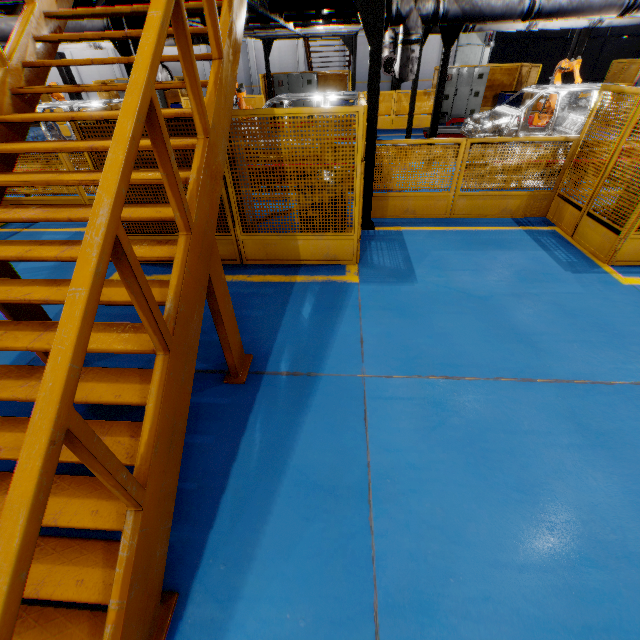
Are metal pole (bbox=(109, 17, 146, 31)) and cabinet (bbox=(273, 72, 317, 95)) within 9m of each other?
no

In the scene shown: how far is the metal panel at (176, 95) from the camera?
15.1m

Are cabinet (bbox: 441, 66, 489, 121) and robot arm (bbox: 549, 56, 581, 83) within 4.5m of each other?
yes

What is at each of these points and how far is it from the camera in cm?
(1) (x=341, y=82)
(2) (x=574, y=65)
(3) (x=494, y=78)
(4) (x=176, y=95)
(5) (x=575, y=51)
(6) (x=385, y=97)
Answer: (1) metal panel, 1596
(2) robot arm, 1094
(3) metal panel, 1548
(4) metal panel, 1673
(5) metal pole, 1390
(6) metal panel, 1460

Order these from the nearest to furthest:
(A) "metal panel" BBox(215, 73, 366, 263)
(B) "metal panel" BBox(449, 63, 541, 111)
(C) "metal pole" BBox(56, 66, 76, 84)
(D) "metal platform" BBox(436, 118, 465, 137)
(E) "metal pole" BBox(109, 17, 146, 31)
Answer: (A) "metal panel" BBox(215, 73, 366, 263), (E) "metal pole" BBox(109, 17, 146, 31), (D) "metal platform" BBox(436, 118, 465, 137), (B) "metal panel" BBox(449, 63, 541, 111), (C) "metal pole" BBox(56, 66, 76, 84)

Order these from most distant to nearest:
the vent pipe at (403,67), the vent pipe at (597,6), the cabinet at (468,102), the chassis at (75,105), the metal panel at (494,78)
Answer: the cabinet at (468,102), the metal panel at (494,78), the chassis at (75,105), the vent pipe at (403,67), the vent pipe at (597,6)

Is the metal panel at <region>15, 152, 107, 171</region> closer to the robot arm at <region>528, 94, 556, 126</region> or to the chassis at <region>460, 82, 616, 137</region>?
the robot arm at <region>528, 94, 556, 126</region>

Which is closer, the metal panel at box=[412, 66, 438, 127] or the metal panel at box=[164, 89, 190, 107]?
the metal panel at box=[412, 66, 438, 127]
